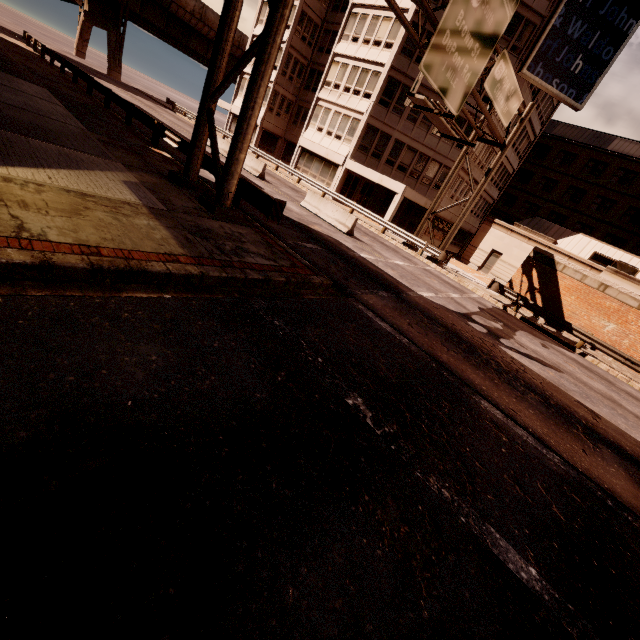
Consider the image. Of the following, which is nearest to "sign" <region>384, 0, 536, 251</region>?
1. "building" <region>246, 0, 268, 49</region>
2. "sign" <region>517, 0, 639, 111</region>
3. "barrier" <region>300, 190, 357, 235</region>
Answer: "building" <region>246, 0, 268, 49</region>

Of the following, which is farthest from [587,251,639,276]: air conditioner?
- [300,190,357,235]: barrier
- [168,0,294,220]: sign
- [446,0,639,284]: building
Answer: [300,190,357,235]: barrier

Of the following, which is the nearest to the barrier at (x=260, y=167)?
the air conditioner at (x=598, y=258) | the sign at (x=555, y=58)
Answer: the sign at (x=555, y=58)

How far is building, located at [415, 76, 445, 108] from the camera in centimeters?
2667cm

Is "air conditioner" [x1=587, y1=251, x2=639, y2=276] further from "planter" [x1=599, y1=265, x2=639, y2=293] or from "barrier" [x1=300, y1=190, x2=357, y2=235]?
"barrier" [x1=300, y1=190, x2=357, y2=235]

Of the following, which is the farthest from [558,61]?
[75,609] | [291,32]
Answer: [75,609]

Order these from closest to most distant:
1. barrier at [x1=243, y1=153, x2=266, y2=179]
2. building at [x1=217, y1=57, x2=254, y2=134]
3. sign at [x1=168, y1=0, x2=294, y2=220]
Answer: sign at [x1=168, y1=0, x2=294, y2=220]
barrier at [x1=243, y1=153, x2=266, y2=179]
building at [x1=217, y1=57, x2=254, y2=134]

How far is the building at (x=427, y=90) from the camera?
26.7 meters
